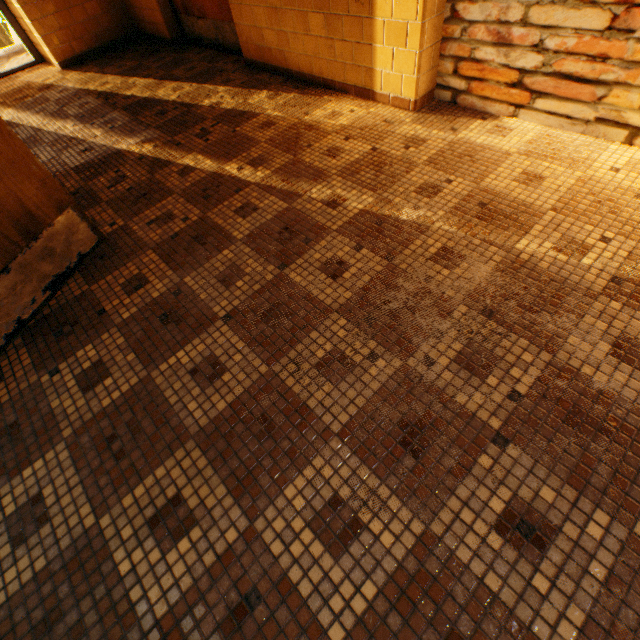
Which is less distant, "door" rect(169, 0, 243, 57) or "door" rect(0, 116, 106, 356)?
"door" rect(0, 116, 106, 356)

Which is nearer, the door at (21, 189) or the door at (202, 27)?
the door at (21, 189)

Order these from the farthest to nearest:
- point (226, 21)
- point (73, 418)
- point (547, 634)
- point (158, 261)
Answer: point (226, 21)
point (158, 261)
point (73, 418)
point (547, 634)
